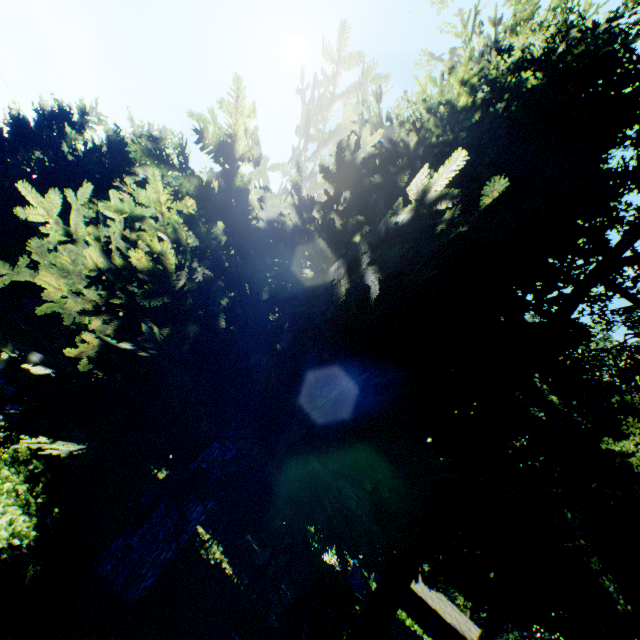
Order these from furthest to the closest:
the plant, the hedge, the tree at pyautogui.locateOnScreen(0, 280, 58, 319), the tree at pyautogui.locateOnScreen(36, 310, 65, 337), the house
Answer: the house → the tree at pyautogui.locateOnScreen(36, 310, 65, 337) → the tree at pyautogui.locateOnScreen(0, 280, 58, 319) → the hedge → the plant

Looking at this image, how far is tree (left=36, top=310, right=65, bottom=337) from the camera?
15.56m

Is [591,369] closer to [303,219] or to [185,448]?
[303,219]

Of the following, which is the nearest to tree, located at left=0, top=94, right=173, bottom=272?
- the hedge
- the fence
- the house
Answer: the hedge

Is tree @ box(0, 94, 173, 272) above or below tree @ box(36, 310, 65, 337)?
above

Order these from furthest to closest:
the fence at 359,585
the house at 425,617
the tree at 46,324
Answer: the house at 425,617 < the fence at 359,585 < the tree at 46,324

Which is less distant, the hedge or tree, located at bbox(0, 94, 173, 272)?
the hedge

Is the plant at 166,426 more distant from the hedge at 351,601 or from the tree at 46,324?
the hedge at 351,601
